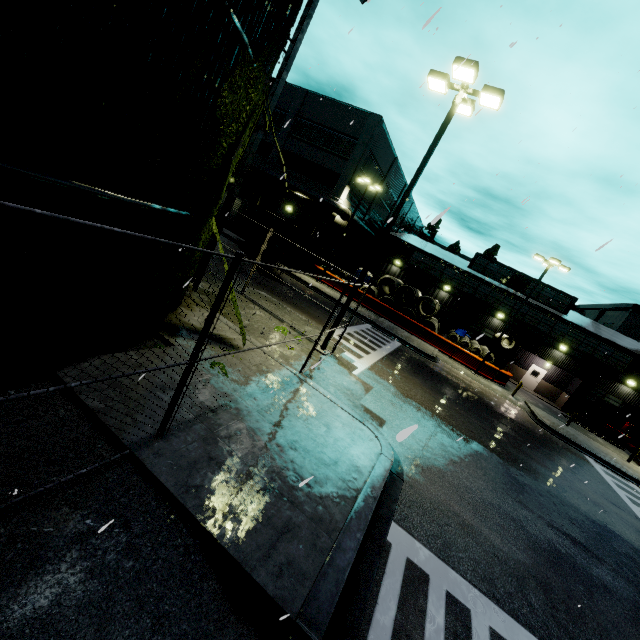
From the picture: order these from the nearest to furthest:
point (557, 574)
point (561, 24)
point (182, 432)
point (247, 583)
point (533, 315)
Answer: point (247, 583) → point (182, 432) → point (557, 574) → point (561, 24) → point (533, 315)

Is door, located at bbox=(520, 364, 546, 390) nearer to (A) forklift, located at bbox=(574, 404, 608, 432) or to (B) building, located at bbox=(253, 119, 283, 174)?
(B) building, located at bbox=(253, 119, 283, 174)

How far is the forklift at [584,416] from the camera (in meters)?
27.53

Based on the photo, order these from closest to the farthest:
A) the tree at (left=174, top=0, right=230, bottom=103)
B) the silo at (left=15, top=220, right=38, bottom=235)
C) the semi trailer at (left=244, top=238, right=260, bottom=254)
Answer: the silo at (left=15, top=220, right=38, bottom=235), the tree at (left=174, top=0, right=230, bottom=103), the semi trailer at (left=244, top=238, right=260, bottom=254)

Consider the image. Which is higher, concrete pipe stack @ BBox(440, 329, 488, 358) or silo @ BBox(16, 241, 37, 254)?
silo @ BBox(16, 241, 37, 254)

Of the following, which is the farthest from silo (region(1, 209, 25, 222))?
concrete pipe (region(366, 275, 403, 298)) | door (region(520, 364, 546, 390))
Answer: concrete pipe (region(366, 275, 403, 298))

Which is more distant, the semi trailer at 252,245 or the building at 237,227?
the building at 237,227

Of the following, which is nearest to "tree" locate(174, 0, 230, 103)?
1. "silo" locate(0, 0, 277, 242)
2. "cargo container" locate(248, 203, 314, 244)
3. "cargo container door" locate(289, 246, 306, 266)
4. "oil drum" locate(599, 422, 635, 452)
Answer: "silo" locate(0, 0, 277, 242)
